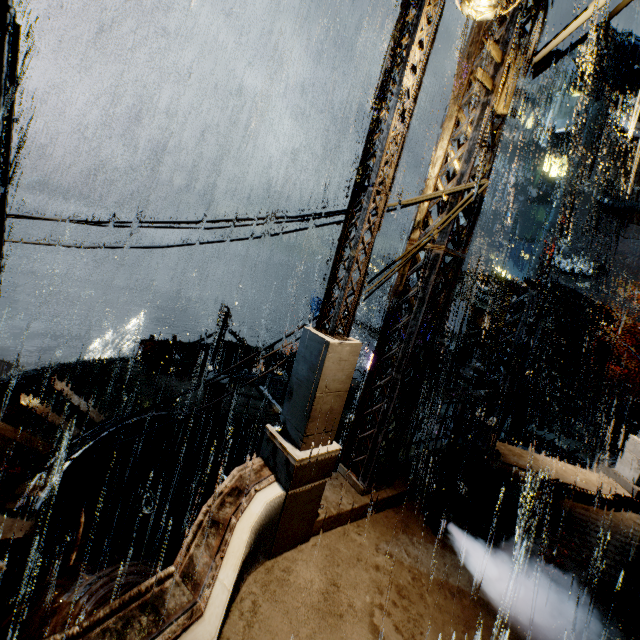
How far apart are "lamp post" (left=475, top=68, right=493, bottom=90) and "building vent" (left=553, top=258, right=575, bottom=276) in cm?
4432

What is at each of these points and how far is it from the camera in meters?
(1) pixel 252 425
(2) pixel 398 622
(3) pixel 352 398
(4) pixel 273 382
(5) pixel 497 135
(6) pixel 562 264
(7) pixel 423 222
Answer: (1) building, 14.0
(2) building, 4.3
(3) scaffolding, 9.6
(4) scaffolding, 9.3
(5) building, 5.2
(6) building vent, 40.4
(7) building, 5.6

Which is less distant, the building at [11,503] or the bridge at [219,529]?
the bridge at [219,529]

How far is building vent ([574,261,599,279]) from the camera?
37.8m

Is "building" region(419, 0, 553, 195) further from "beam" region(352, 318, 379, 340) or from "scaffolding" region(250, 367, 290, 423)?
"scaffolding" region(250, 367, 290, 423)

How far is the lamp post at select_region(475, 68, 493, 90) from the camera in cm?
463

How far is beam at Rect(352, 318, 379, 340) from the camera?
28.48m

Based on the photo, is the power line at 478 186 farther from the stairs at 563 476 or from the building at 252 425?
the stairs at 563 476
